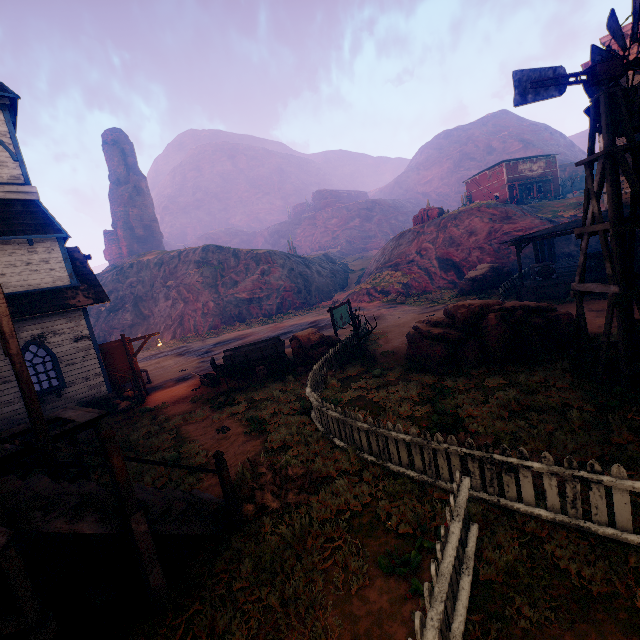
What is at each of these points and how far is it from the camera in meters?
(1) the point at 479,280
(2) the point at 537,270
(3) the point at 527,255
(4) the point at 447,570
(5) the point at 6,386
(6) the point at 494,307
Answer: (1) instancedfoliageactor, 25.2
(2) wooden box, 19.4
(3) z, 31.2
(4) fence, 3.2
(5) building, 12.0
(6) instancedfoliageactor, 10.7

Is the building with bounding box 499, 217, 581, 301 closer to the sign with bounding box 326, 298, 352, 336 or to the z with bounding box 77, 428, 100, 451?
the z with bounding box 77, 428, 100, 451

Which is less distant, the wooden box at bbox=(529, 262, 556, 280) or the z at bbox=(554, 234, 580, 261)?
the wooden box at bbox=(529, 262, 556, 280)

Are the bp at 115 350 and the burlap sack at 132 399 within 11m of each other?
yes

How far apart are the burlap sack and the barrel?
25.2m

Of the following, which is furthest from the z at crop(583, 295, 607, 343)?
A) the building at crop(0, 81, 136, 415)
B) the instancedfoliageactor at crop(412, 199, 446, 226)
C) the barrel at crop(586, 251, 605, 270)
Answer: the barrel at crop(586, 251, 605, 270)

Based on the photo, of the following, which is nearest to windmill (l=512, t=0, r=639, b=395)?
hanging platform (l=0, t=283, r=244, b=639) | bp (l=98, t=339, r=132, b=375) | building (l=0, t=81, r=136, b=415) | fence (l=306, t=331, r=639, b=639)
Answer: building (l=0, t=81, r=136, b=415)

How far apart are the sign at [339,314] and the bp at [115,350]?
9.90m
